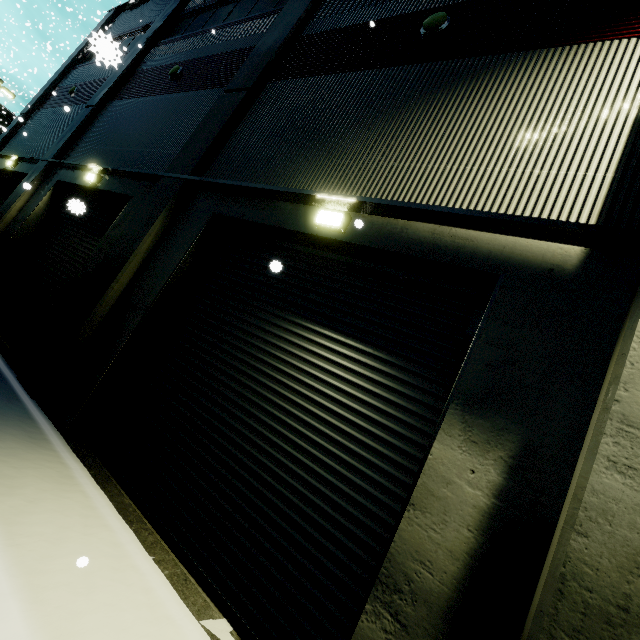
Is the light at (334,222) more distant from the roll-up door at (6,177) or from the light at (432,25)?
the light at (432,25)

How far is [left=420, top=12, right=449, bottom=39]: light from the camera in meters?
5.3

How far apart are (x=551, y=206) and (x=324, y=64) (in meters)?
5.57

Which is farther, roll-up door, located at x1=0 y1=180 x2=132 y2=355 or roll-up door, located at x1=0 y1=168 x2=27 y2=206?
roll-up door, located at x1=0 y1=168 x2=27 y2=206

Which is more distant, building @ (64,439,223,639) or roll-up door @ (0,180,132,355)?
roll-up door @ (0,180,132,355)

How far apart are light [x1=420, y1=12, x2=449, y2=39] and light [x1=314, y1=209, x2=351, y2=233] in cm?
374

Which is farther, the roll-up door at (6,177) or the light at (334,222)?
the roll-up door at (6,177)
